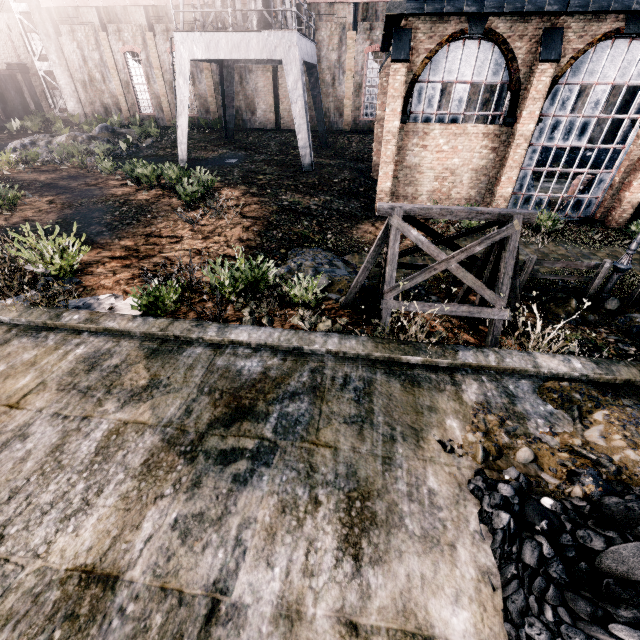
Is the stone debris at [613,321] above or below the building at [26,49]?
below

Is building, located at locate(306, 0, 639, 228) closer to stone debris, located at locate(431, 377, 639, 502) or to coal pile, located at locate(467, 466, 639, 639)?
stone debris, located at locate(431, 377, 639, 502)

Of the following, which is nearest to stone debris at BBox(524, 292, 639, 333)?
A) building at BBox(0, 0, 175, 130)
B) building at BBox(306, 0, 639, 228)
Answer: building at BBox(306, 0, 639, 228)

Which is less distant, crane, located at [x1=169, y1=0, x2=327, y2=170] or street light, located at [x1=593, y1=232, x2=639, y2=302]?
street light, located at [x1=593, y1=232, x2=639, y2=302]

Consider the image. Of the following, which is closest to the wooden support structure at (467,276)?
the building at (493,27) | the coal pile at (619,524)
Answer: the coal pile at (619,524)

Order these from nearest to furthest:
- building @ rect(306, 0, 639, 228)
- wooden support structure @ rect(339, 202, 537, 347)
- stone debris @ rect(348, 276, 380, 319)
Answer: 1. wooden support structure @ rect(339, 202, 537, 347)
2. stone debris @ rect(348, 276, 380, 319)
3. building @ rect(306, 0, 639, 228)

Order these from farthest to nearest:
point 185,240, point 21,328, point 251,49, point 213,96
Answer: point 213,96, point 251,49, point 185,240, point 21,328

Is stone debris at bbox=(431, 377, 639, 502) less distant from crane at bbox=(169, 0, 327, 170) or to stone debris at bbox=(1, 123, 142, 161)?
crane at bbox=(169, 0, 327, 170)
